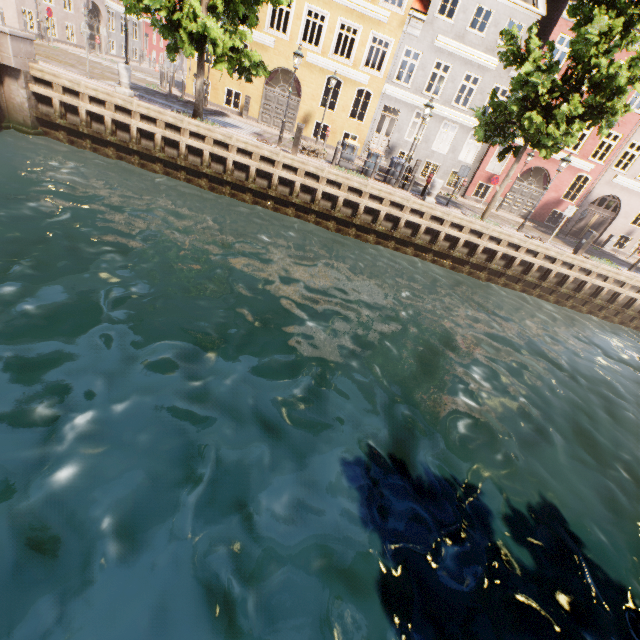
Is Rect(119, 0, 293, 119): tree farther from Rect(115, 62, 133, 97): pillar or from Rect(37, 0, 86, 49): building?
Rect(37, 0, 86, 49): building

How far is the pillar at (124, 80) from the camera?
12.83m

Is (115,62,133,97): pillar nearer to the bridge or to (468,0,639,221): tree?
(468,0,639,221): tree

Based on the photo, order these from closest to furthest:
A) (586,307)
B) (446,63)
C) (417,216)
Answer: (417,216)
(586,307)
(446,63)

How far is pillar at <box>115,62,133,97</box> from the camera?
12.8m

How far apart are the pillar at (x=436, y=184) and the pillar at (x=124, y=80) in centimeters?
1349cm

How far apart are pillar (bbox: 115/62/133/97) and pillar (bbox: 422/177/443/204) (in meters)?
13.49

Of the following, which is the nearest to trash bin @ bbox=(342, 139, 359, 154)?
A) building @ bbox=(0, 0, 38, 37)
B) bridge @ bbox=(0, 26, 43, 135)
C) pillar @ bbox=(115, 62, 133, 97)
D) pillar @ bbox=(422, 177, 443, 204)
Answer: pillar @ bbox=(422, 177, 443, 204)
